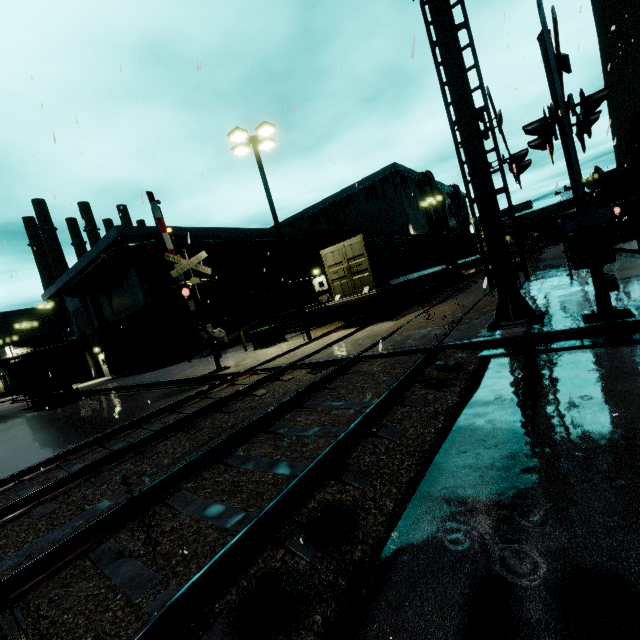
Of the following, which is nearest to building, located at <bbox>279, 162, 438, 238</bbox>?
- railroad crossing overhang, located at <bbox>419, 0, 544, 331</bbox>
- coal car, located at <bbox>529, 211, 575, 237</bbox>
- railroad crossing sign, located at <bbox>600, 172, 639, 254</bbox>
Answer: coal car, located at <bbox>529, 211, 575, 237</bbox>

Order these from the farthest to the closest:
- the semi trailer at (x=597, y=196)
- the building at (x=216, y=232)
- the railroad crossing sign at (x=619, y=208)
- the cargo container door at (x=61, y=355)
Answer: the building at (x=216, y=232)
the semi trailer at (x=597, y=196)
the cargo container door at (x=61, y=355)
the railroad crossing sign at (x=619, y=208)

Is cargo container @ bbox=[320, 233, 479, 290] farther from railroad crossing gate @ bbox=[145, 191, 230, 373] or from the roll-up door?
the roll-up door

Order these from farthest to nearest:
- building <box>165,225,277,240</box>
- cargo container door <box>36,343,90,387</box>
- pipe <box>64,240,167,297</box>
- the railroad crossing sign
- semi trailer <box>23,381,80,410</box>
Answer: building <box>165,225,277,240</box>, pipe <box>64,240,167,297</box>, semi trailer <box>23,381,80,410</box>, cargo container door <box>36,343,90,387</box>, the railroad crossing sign

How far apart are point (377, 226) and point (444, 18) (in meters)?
38.08

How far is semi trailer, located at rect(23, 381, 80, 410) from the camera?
20.7 meters

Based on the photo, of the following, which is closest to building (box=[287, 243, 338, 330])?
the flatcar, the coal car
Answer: the coal car

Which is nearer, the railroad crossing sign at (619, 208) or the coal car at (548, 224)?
the railroad crossing sign at (619, 208)
